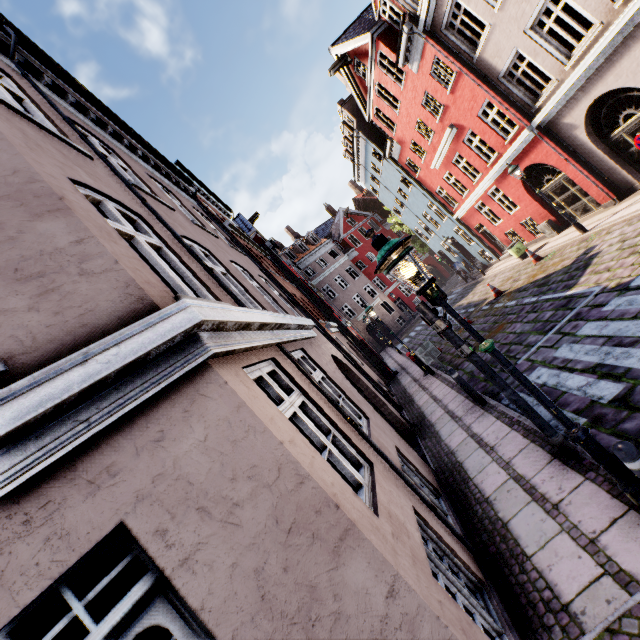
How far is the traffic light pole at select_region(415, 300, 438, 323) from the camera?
4.71m

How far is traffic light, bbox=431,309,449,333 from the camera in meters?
4.7 m

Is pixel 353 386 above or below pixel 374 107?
below

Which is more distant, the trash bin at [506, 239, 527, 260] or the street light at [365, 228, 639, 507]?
the trash bin at [506, 239, 527, 260]

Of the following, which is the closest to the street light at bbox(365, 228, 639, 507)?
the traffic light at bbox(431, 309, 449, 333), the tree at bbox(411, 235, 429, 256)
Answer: the traffic light at bbox(431, 309, 449, 333)

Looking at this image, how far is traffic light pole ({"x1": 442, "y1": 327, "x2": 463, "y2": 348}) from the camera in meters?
4.7 m

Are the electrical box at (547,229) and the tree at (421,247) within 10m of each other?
no

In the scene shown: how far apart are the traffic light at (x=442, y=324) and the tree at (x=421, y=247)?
29.9m
